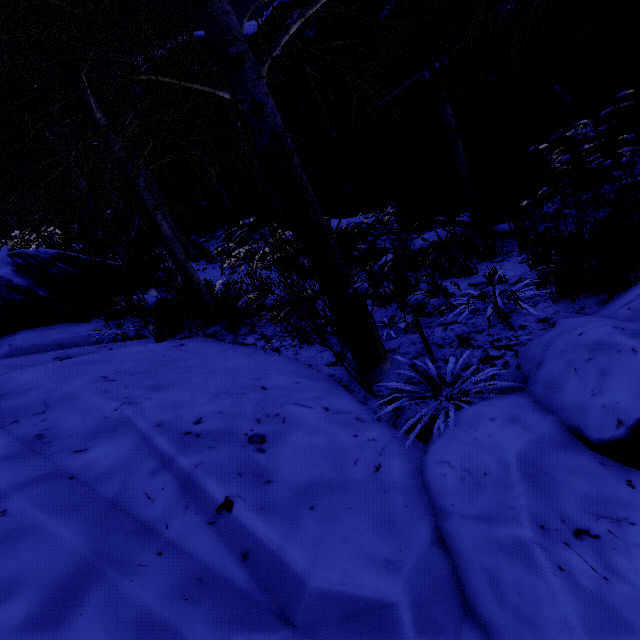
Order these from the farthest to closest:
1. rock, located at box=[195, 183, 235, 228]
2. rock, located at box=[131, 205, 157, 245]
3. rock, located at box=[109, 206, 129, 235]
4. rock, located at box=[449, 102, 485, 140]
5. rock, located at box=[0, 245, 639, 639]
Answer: rock, located at box=[109, 206, 129, 235] → rock, located at box=[131, 205, 157, 245] → rock, located at box=[195, 183, 235, 228] → rock, located at box=[449, 102, 485, 140] → rock, located at box=[0, 245, 639, 639]

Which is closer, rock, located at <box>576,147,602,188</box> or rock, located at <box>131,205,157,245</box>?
rock, located at <box>576,147,602,188</box>

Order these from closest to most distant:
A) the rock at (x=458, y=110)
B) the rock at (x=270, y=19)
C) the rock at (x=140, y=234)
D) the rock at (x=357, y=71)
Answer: the rock at (x=458, y=110) → the rock at (x=357, y=71) → the rock at (x=270, y=19) → the rock at (x=140, y=234)

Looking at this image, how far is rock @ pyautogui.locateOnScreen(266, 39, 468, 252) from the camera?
6.9m

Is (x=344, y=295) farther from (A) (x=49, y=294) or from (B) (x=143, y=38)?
(A) (x=49, y=294)

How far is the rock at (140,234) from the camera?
11.7 meters
